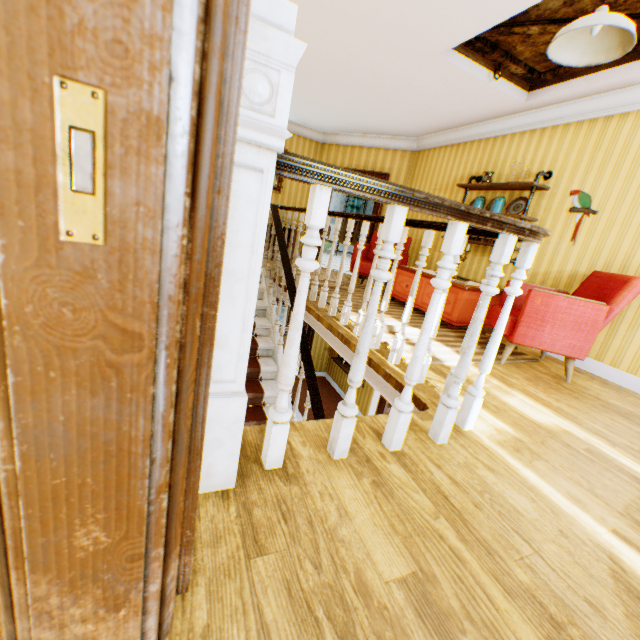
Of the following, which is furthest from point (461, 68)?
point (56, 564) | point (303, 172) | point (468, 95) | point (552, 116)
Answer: point (56, 564)

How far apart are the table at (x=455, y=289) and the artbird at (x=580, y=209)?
0.9 meters

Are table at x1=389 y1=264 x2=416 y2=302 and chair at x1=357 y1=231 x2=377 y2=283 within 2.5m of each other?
yes

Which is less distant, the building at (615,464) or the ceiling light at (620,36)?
the building at (615,464)

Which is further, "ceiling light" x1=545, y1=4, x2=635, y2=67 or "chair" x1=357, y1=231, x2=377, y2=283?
"chair" x1=357, y1=231, x2=377, y2=283

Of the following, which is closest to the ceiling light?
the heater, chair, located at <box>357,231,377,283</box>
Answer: chair, located at <box>357,231,377,283</box>

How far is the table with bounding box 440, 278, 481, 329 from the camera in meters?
4.3

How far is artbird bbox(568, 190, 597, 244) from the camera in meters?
4.0 m
